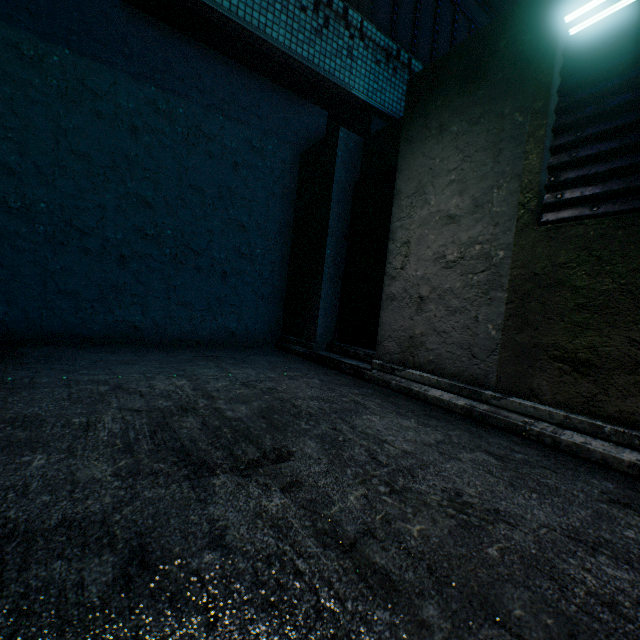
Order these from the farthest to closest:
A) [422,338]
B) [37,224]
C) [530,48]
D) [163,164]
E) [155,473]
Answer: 1. [163,164]
2. [37,224]
3. [422,338]
4. [530,48]
5. [155,473]

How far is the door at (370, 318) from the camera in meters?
3.8

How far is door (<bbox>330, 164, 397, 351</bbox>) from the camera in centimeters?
381cm

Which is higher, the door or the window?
the window

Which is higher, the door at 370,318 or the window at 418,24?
the window at 418,24
